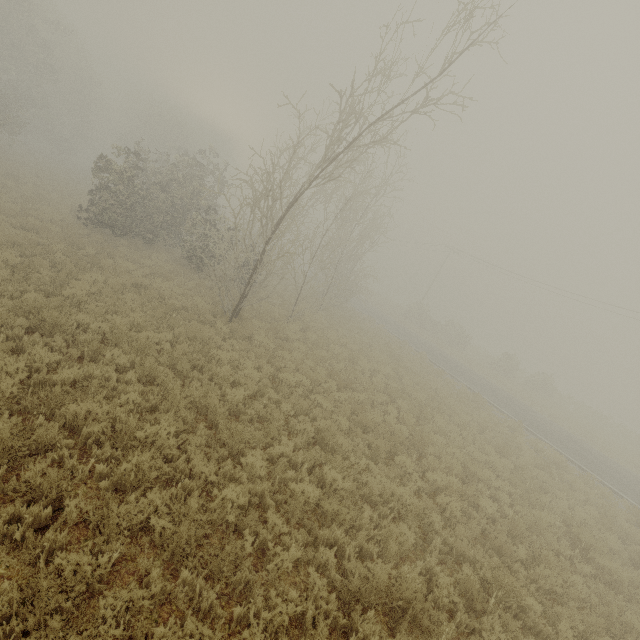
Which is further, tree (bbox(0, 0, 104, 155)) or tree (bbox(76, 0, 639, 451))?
tree (bbox(0, 0, 104, 155))

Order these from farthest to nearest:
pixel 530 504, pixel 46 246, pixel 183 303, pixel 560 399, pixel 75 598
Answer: pixel 560 399
pixel 183 303
pixel 46 246
pixel 530 504
pixel 75 598

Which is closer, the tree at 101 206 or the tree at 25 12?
the tree at 101 206
